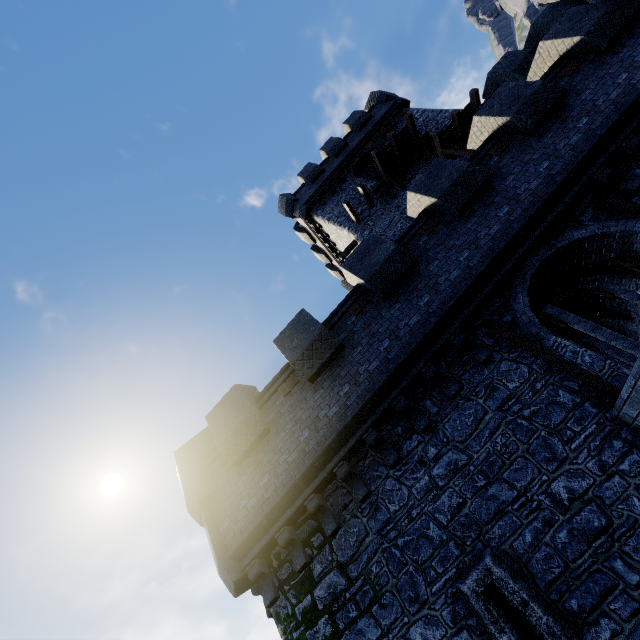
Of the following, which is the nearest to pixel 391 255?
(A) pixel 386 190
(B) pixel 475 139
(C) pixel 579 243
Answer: (C) pixel 579 243

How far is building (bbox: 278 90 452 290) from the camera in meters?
18.1 m

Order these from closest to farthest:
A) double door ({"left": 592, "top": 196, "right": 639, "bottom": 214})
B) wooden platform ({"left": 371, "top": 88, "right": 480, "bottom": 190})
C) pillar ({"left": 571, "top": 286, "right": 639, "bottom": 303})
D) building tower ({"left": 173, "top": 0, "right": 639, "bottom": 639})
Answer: building tower ({"left": 173, "top": 0, "right": 639, "bottom": 639})
double door ({"left": 592, "top": 196, "right": 639, "bottom": 214})
pillar ({"left": 571, "top": 286, "right": 639, "bottom": 303})
wooden platform ({"left": 371, "top": 88, "right": 480, "bottom": 190})

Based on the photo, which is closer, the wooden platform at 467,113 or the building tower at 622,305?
the wooden platform at 467,113

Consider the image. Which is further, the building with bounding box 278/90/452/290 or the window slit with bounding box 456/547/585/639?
the building with bounding box 278/90/452/290

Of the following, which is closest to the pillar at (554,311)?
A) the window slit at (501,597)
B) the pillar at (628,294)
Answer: the pillar at (628,294)

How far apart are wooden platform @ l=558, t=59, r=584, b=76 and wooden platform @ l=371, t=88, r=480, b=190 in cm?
885

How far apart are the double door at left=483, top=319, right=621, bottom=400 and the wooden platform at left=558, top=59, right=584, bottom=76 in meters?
7.6
